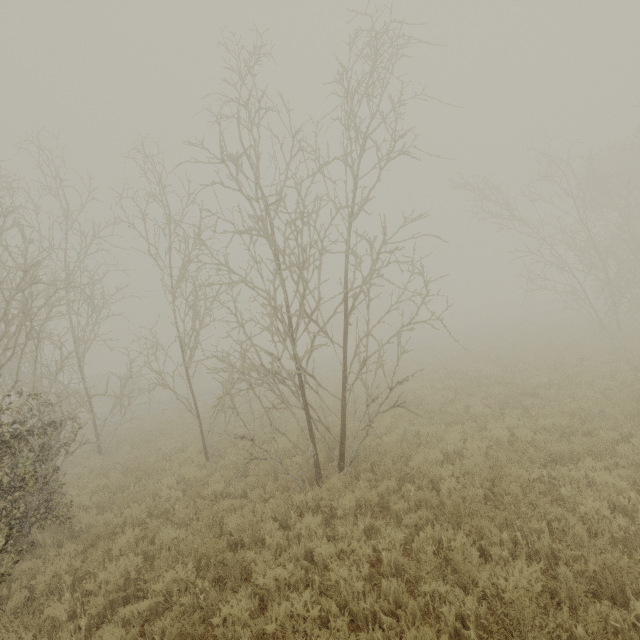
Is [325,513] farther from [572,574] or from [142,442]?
[142,442]
